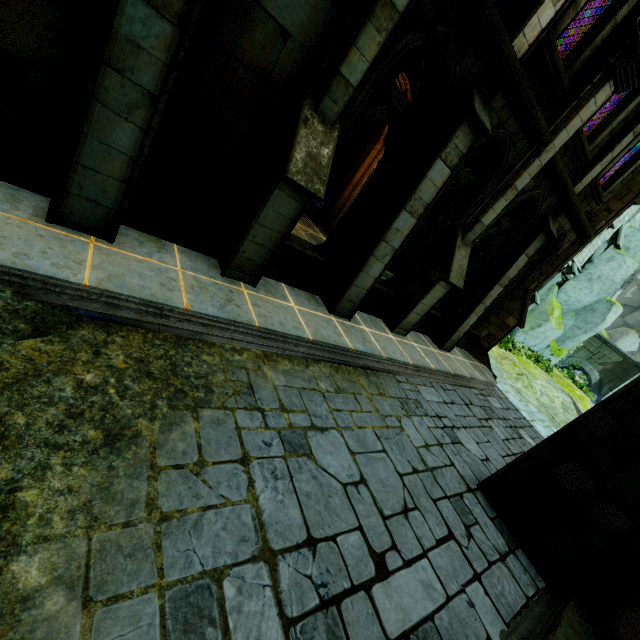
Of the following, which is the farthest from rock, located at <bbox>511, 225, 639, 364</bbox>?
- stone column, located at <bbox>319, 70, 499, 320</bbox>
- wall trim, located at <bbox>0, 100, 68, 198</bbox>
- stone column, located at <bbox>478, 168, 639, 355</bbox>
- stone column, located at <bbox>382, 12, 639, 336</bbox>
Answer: wall trim, located at <bbox>0, 100, 68, 198</bbox>

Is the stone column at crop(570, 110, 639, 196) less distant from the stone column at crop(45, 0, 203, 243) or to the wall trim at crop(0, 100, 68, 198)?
the stone column at crop(45, 0, 203, 243)

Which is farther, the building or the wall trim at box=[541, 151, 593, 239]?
the wall trim at box=[541, 151, 593, 239]

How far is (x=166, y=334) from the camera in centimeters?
413cm

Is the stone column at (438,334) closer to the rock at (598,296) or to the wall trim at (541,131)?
Result: the wall trim at (541,131)

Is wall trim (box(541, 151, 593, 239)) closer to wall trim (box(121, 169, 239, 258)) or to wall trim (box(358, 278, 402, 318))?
wall trim (box(358, 278, 402, 318))

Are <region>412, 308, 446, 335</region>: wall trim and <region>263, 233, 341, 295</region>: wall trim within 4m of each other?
yes

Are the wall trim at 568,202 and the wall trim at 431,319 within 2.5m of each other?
no
